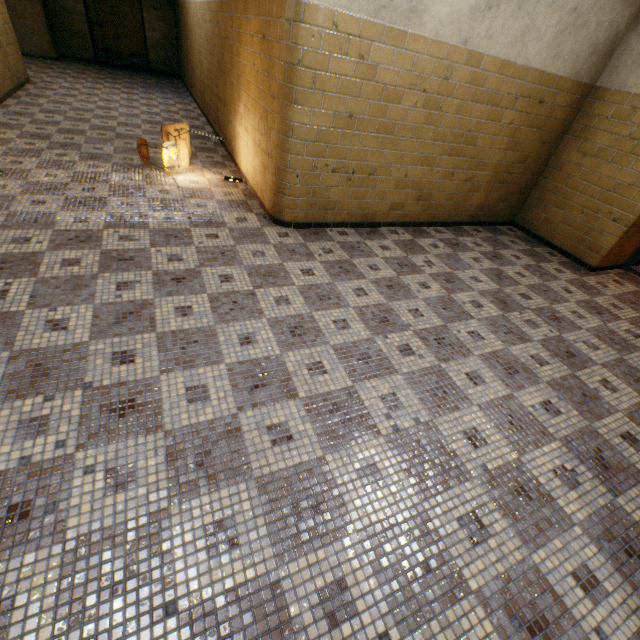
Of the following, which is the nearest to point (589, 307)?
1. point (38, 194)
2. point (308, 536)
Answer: point (308, 536)

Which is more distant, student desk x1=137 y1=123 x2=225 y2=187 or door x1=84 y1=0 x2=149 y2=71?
door x1=84 y1=0 x2=149 y2=71

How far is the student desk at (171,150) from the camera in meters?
4.2 m

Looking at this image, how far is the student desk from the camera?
4.2 meters

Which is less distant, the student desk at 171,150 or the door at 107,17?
the student desk at 171,150
